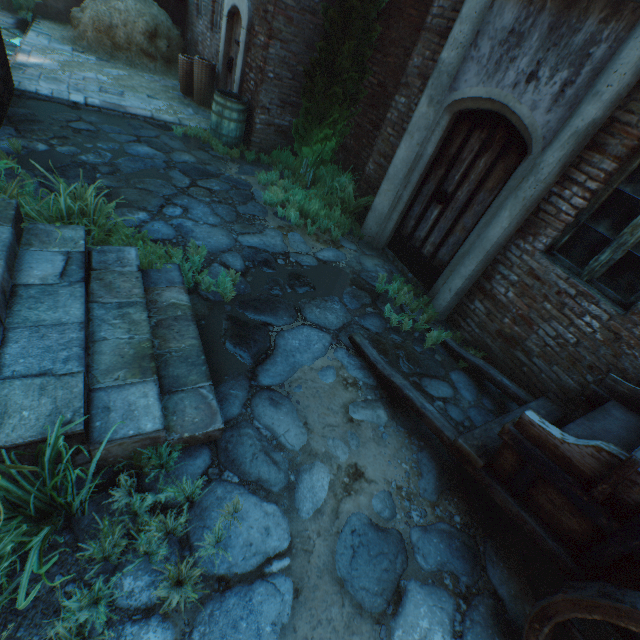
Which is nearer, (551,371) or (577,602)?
(577,602)

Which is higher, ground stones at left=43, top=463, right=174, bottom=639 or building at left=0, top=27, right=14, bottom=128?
building at left=0, top=27, right=14, bottom=128

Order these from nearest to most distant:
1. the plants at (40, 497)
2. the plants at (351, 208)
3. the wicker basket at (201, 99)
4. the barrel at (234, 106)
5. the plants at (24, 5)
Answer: the plants at (40, 497), the plants at (351, 208), the barrel at (234, 106), the wicker basket at (201, 99), the plants at (24, 5)

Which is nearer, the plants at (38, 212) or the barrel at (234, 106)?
the plants at (38, 212)

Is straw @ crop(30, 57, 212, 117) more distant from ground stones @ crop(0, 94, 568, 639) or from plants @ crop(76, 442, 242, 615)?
plants @ crop(76, 442, 242, 615)

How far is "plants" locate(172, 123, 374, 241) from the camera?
5.5m

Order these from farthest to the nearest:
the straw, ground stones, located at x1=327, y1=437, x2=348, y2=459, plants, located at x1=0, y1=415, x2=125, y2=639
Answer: the straw → ground stones, located at x1=327, y1=437, x2=348, y2=459 → plants, located at x1=0, y1=415, x2=125, y2=639

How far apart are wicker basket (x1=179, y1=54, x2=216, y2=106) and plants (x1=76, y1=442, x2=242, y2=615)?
8.9 meters
